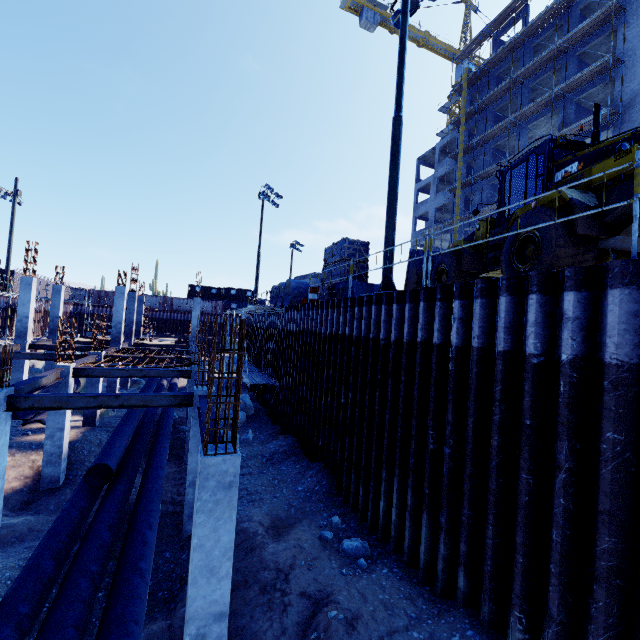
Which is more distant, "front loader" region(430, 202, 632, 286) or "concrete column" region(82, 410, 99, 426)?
"concrete column" region(82, 410, 99, 426)

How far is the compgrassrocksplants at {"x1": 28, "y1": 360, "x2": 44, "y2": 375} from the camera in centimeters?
2681cm

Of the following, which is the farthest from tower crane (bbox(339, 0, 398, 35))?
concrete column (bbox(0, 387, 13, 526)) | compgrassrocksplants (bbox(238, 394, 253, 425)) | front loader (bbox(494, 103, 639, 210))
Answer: concrete column (bbox(0, 387, 13, 526))

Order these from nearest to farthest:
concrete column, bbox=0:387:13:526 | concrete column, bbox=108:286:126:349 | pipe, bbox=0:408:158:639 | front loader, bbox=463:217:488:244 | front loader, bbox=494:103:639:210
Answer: pipe, bbox=0:408:158:639 → front loader, bbox=494:103:639:210 → concrete column, bbox=0:387:13:526 → front loader, bbox=463:217:488:244 → concrete column, bbox=108:286:126:349

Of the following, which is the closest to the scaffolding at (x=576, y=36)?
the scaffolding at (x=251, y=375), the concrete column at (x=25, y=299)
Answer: the scaffolding at (x=251, y=375)

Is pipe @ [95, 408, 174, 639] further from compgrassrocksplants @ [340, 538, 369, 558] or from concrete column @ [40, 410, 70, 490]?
compgrassrocksplants @ [340, 538, 369, 558]

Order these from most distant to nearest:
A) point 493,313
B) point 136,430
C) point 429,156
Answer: point 429,156, point 136,430, point 493,313

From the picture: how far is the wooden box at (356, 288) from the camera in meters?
12.9 m
